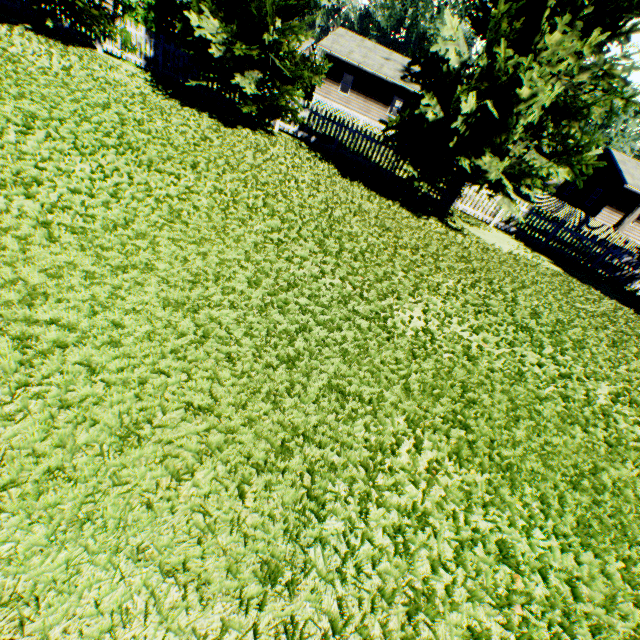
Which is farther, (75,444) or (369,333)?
(369,333)

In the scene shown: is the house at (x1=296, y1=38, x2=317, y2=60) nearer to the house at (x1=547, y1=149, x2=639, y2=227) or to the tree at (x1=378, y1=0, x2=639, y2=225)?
the tree at (x1=378, y1=0, x2=639, y2=225)

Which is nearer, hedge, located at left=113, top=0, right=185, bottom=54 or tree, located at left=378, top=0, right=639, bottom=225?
tree, located at left=378, top=0, right=639, bottom=225

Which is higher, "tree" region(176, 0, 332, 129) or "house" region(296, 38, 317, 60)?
"house" region(296, 38, 317, 60)

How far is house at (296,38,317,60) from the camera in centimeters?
3686cm

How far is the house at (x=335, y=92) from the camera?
28.1 meters

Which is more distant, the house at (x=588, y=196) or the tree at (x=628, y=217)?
the house at (x=588, y=196)
